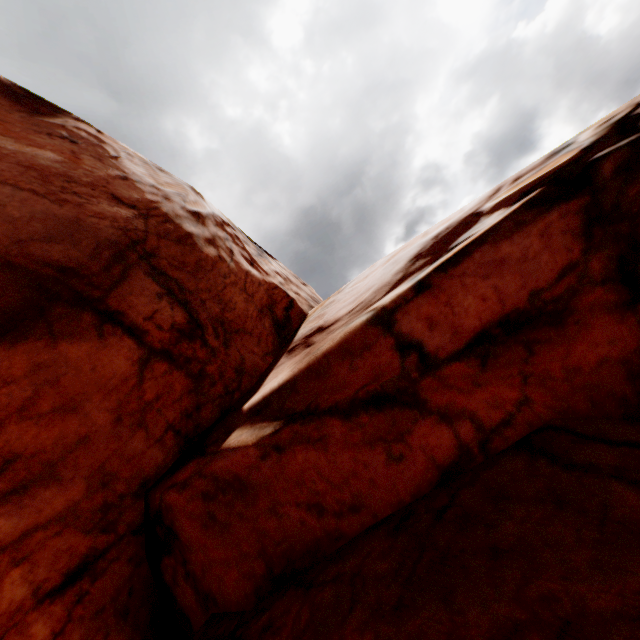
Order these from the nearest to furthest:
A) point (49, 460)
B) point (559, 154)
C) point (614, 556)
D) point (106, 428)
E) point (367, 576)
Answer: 1. point (614, 556)
2. point (367, 576)
3. point (49, 460)
4. point (106, 428)
5. point (559, 154)
